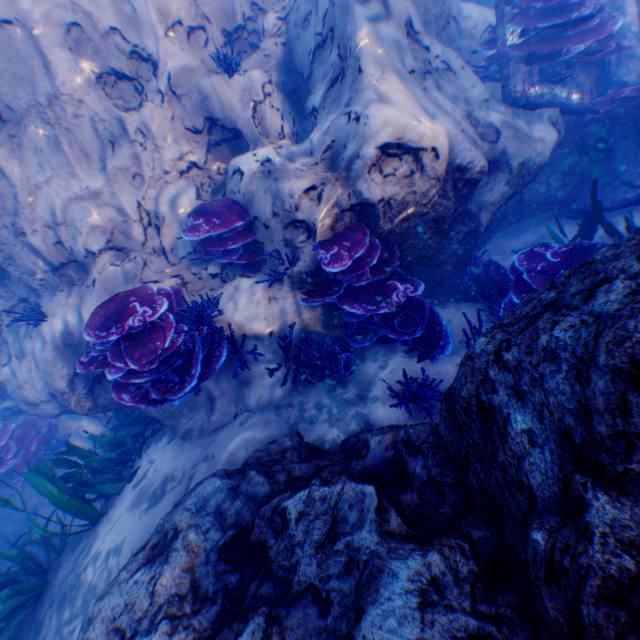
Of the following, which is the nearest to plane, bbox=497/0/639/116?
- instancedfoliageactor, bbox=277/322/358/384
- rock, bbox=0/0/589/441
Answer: rock, bbox=0/0/589/441

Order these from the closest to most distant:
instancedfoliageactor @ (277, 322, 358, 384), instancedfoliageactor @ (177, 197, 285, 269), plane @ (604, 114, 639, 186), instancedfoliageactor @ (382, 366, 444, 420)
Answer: instancedfoliageactor @ (382, 366, 444, 420), instancedfoliageactor @ (277, 322, 358, 384), instancedfoliageactor @ (177, 197, 285, 269), plane @ (604, 114, 639, 186)

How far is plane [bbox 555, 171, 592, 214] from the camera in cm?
600

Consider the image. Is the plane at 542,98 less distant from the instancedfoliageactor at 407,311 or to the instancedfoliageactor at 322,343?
the instancedfoliageactor at 407,311

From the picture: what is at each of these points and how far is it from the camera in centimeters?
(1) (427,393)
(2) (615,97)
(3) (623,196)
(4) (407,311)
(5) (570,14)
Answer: (1) instancedfoliageactor, 321cm
(2) instancedfoliageactor, 565cm
(3) plane, 566cm
(4) instancedfoliageactor, 414cm
(5) instancedfoliageactor, 504cm

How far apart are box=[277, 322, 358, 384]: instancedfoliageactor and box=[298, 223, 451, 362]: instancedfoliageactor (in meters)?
0.21

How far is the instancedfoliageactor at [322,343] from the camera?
3.9m

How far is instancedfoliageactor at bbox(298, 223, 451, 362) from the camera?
4.0 meters
